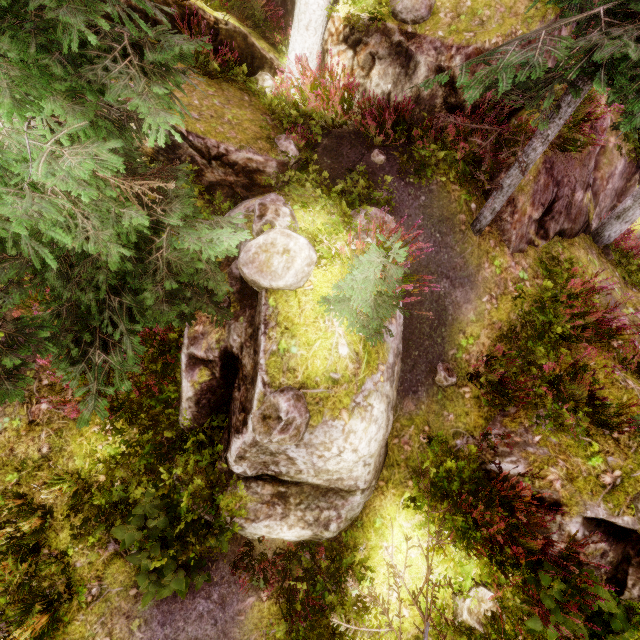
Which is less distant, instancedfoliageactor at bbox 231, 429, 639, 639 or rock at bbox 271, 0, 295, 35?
instancedfoliageactor at bbox 231, 429, 639, 639

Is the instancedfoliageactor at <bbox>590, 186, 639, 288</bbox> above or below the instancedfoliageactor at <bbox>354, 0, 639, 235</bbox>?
below

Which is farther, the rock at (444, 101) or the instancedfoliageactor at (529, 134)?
the rock at (444, 101)

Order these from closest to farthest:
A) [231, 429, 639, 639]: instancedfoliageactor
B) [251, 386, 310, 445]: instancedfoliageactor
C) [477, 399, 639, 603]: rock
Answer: [251, 386, 310, 445]: instancedfoliageactor, [231, 429, 639, 639]: instancedfoliageactor, [477, 399, 639, 603]: rock

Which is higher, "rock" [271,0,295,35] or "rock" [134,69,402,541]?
"rock" [271,0,295,35]

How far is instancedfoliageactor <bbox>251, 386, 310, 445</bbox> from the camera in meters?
3.9

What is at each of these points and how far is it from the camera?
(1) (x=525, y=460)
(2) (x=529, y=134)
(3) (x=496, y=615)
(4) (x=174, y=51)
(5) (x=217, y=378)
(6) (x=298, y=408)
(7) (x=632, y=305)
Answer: (1) rock, 5.6 meters
(2) instancedfoliageactor, 6.5 meters
(3) instancedfoliageactor, 4.9 meters
(4) instancedfoliageactor, 2.2 meters
(5) rock, 4.8 meters
(6) instancedfoliageactor, 4.0 meters
(7) rock, 8.0 meters
